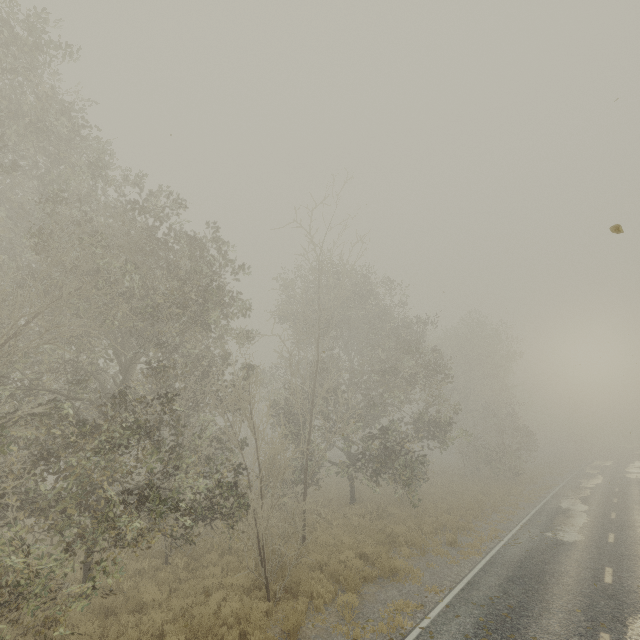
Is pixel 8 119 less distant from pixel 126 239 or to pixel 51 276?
pixel 51 276
